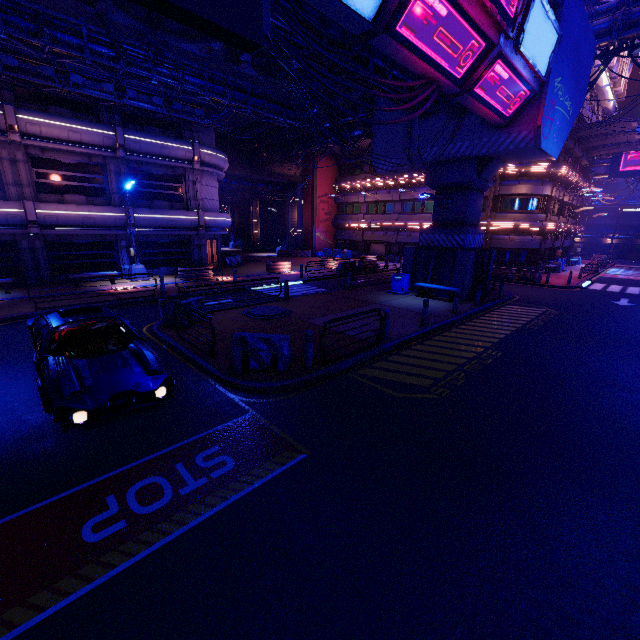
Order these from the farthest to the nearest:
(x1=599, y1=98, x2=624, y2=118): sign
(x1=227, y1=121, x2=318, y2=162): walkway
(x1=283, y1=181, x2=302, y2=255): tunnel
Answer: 1. (x1=283, y1=181, x2=302, y2=255): tunnel
2. (x1=599, y1=98, x2=624, y2=118): sign
3. (x1=227, y1=121, x2=318, y2=162): walkway

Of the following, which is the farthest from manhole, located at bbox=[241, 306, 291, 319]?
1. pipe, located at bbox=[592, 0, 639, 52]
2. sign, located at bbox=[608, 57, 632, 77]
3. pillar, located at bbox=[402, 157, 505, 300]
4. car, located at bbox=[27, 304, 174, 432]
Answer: sign, located at bbox=[608, 57, 632, 77]

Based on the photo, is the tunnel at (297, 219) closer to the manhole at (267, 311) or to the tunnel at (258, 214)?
the tunnel at (258, 214)

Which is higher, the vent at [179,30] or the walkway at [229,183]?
the vent at [179,30]

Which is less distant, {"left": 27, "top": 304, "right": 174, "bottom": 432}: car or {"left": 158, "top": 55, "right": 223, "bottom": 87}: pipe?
{"left": 27, "top": 304, "right": 174, "bottom": 432}: car

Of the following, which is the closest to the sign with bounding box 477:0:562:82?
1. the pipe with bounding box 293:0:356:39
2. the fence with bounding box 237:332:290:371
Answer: the pipe with bounding box 293:0:356:39

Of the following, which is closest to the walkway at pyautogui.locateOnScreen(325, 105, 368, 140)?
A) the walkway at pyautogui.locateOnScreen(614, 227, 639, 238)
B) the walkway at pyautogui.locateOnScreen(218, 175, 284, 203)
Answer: the walkway at pyautogui.locateOnScreen(218, 175, 284, 203)

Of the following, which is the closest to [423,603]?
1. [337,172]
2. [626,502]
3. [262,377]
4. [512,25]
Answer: [626,502]
